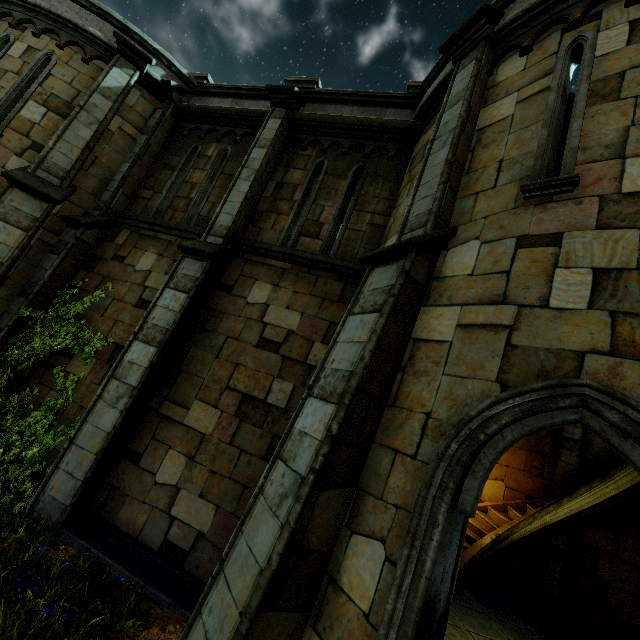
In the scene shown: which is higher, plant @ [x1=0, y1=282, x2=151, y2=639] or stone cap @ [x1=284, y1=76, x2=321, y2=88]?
stone cap @ [x1=284, y1=76, x2=321, y2=88]

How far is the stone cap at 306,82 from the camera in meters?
8.0 m

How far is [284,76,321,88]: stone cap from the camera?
8.04m

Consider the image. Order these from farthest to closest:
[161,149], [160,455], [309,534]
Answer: [161,149] < [160,455] < [309,534]

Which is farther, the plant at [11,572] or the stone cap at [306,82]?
the stone cap at [306,82]

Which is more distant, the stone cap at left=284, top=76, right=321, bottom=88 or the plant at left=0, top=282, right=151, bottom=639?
the stone cap at left=284, top=76, right=321, bottom=88
